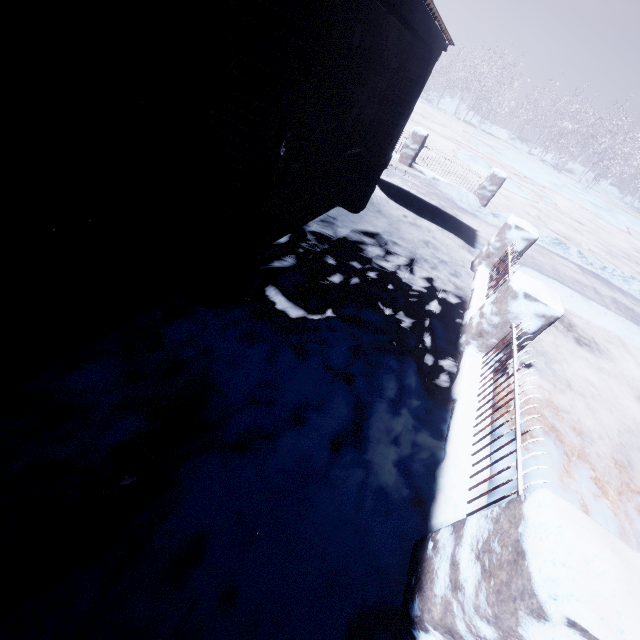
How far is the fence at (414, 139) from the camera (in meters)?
8.73

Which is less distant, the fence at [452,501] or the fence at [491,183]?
the fence at [452,501]

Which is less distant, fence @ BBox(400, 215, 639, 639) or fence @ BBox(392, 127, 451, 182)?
fence @ BBox(400, 215, 639, 639)

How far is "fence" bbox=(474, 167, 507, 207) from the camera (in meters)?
8.48

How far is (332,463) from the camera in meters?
2.0 m
